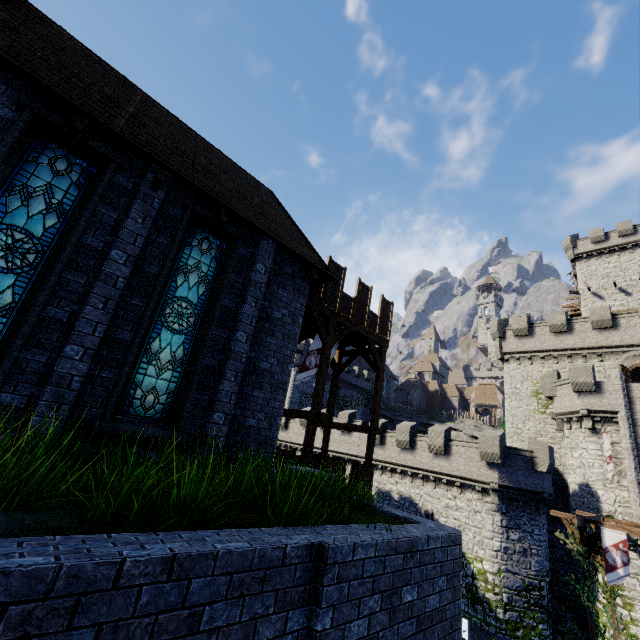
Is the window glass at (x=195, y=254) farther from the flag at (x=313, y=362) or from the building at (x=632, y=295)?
the building at (x=632, y=295)

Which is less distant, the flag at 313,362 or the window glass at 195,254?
the window glass at 195,254

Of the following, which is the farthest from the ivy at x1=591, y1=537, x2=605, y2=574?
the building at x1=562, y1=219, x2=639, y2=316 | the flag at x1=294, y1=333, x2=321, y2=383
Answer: the building at x1=562, y1=219, x2=639, y2=316

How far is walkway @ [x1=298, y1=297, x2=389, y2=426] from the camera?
12.9m

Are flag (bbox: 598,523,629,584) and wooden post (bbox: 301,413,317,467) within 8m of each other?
no

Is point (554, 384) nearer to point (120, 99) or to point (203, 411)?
point (203, 411)

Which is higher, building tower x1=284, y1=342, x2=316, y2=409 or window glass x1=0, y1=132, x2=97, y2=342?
building tower x1=284, y1=342, x2=316, y2=409

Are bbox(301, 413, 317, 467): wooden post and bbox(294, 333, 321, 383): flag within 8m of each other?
yes
